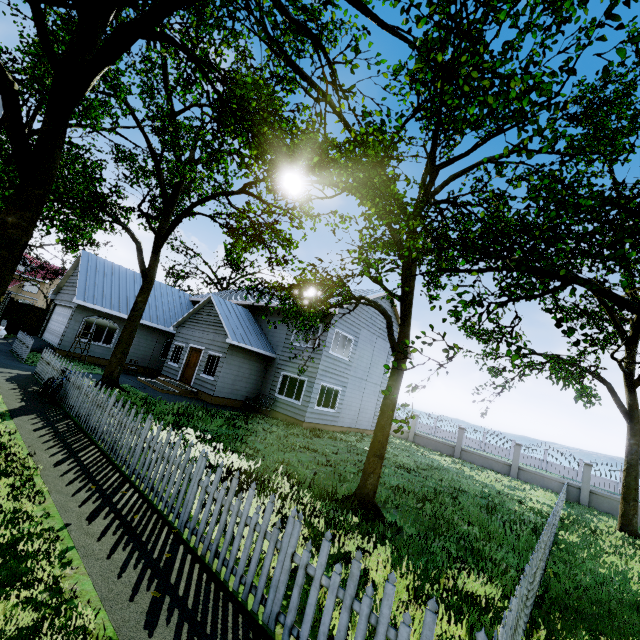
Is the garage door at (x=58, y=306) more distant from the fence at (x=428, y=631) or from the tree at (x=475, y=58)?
the fence at (x=428, y=631)

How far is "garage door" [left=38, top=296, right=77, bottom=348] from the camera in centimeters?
1853cm

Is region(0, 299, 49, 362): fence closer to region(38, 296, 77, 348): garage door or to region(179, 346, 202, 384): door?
region(38, 296, 77, 348): garage door

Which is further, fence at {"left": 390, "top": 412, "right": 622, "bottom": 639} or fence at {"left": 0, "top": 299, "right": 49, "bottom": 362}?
fence at {"left": 0, "top": 299, "right": 49, "bottom": 362}

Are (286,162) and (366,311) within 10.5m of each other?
no

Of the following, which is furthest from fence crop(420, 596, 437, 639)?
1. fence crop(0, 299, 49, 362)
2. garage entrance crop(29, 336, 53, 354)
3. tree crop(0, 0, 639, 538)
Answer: garage entrance crop(29, 336, 53, 354)

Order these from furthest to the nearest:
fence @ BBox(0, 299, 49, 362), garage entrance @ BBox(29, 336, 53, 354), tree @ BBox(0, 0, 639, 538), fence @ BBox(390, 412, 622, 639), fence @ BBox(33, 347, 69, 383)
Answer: garage entrance @ BBox(29, 336, 53, 354)
fence @ BBox(0, 299, 49, 362)
fence @ BBox(33, 347, 69, 383)
tree @ BBox(0, 0, 639, 538)
fence @ BBox(390, 412, 622, 639)

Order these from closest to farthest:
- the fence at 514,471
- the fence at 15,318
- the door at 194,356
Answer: the fence at 514,471 → the fence at 15,318 → the door at 194,356
